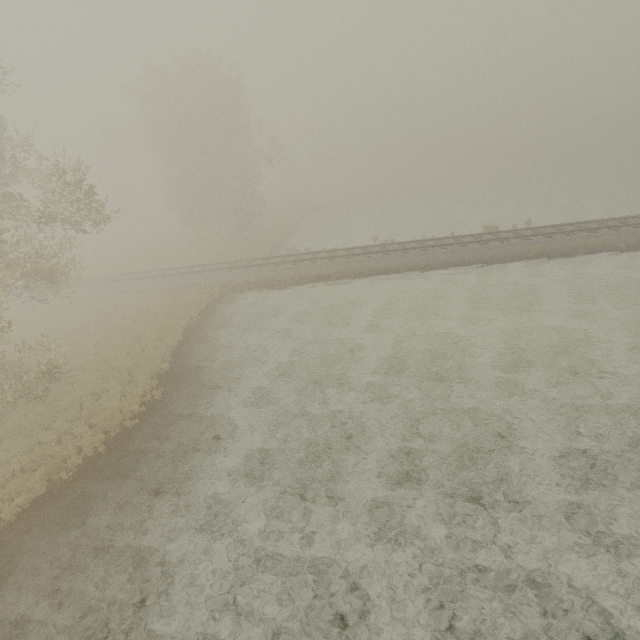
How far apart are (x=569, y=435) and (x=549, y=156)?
68.3 meters
